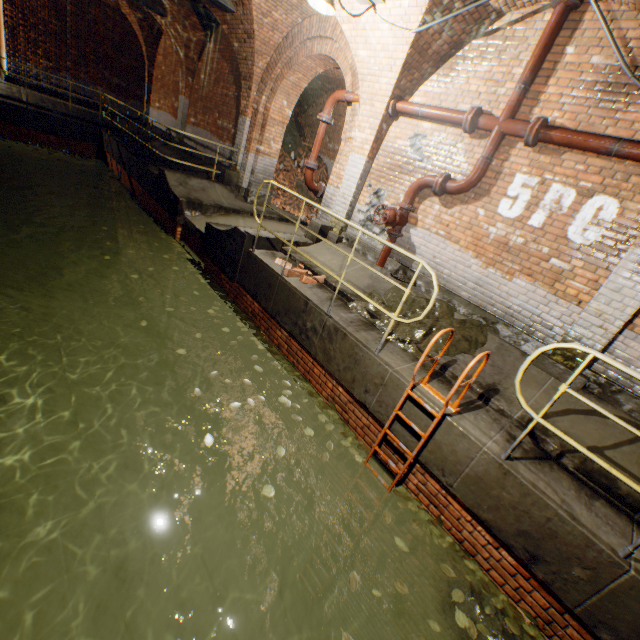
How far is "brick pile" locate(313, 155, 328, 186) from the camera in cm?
1385

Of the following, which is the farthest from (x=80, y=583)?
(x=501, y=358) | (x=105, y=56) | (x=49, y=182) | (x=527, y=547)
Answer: (x=105, y=56)

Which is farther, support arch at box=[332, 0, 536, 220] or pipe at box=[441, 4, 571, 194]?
support arch at box=[332, 0, 536, 220]

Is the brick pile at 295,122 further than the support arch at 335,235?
Yes

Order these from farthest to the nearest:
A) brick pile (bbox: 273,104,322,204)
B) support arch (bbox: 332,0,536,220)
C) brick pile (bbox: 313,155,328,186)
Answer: brick pile (bbox: 313,155,328,186) < brick pile (bbox: 273,104,322,204) < support arch (bbox: 332,0,536,220)

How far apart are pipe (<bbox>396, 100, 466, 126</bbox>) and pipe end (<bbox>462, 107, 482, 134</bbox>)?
0.0 meters

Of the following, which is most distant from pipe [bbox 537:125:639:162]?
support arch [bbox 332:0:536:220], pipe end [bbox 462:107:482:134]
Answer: support arch [bbox 332:0:536:220]

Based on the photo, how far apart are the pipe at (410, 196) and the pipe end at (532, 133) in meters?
1.3
